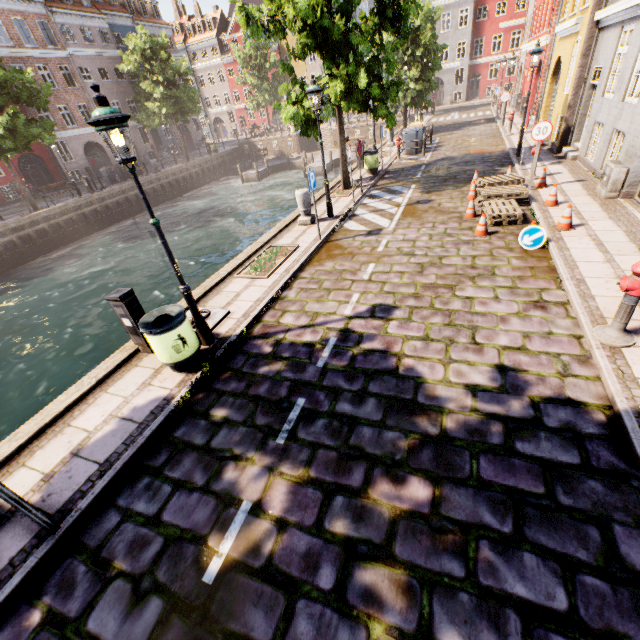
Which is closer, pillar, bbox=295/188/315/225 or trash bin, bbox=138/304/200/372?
trash bin, bbox=138/304/200/372

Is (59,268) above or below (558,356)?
below

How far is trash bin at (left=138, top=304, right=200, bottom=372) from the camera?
5.0 meters

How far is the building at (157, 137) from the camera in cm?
3686

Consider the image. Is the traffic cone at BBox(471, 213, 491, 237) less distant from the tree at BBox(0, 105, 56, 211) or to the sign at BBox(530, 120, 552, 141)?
the sign at BBox(530, 120, 552, 141)

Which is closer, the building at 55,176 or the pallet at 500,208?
the pallet at 500,208

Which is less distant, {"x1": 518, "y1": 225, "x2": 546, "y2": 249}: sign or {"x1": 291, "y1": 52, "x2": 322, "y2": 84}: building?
{"x1": 518, "y1": 225, "x2": 546, "y2": 249}: sign

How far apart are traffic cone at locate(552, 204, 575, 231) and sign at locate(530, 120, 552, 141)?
3.46m
